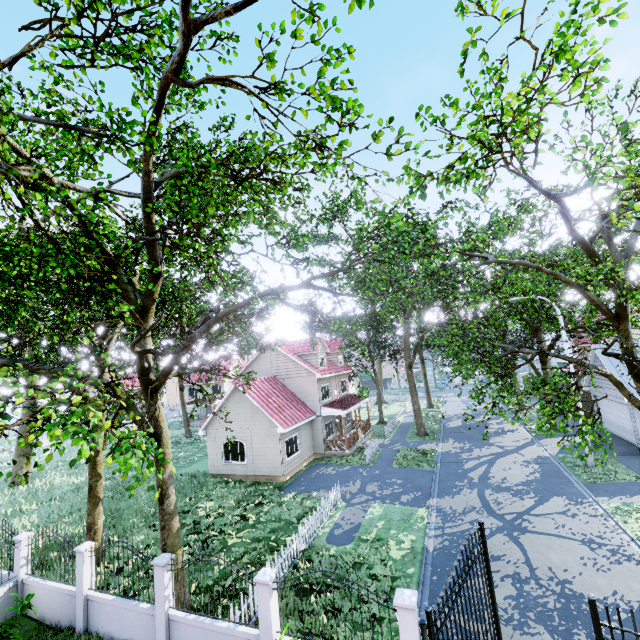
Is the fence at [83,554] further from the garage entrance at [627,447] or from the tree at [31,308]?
the garage entrance at [627,447]

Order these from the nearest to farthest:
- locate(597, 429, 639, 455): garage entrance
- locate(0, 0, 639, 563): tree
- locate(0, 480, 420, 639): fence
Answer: locate(0, 0, 639, 563): tree
locate(0, 480, 420, 639): fence
locate(597, 429, 639, 455): garage entrance

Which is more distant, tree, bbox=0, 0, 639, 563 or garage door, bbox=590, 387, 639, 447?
garage door, bbox=590, 387, 639, 447

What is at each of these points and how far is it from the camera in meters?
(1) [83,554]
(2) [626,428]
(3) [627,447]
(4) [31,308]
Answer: (1) fence, 9.8
(2) garage door, 20.4
(3) garage entrance, 19.4
(4) tree, 11.5

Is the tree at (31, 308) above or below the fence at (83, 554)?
above

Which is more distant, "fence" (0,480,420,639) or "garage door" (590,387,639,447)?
"garage door" (590,387,639,447)

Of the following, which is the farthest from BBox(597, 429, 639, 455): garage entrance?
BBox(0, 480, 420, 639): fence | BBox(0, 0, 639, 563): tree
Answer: BBox(0, 480, 420, 639): fence

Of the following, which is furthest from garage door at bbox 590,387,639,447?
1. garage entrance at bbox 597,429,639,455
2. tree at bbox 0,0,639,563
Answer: tree at bbox 0,0,639,563
